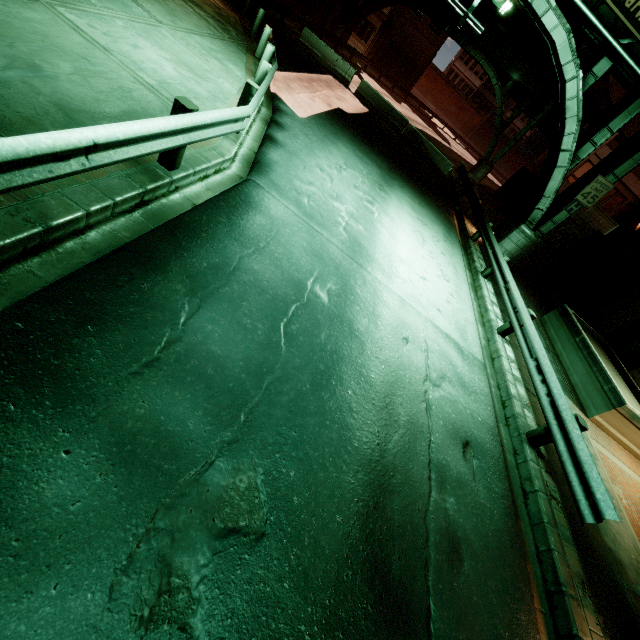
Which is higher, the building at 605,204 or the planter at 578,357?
the building at 605,204

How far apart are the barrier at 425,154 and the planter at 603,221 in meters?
8.6

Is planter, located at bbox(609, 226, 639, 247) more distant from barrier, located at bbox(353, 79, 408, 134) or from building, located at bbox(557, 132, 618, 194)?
barrier, located at bbox(353, 79, 408, 134)

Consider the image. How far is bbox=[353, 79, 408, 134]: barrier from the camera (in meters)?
20.77

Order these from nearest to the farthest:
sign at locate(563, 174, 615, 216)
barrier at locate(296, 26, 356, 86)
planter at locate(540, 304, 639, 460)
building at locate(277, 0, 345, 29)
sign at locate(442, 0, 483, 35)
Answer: planter at locate(540, 304, 639, 460) < sign at locate(442, 0, 483, 35) < sign at locate(563, 174, 615, 216) < barrier at locate(296, 26, 356, 86) < building at locate(277, 0, 345, 29)

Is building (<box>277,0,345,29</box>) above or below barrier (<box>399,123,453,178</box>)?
above

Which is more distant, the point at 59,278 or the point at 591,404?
the point at 591,404

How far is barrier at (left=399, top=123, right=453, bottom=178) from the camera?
20.9m
